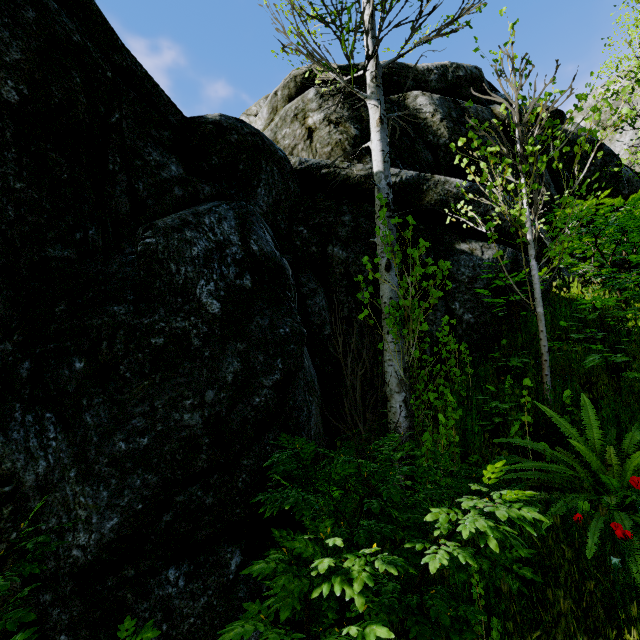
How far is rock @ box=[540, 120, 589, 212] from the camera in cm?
810

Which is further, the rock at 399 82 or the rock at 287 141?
the rock at 399 82

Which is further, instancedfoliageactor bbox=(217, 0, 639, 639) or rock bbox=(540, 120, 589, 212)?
rock bbox=(540, 120, 589, 212)

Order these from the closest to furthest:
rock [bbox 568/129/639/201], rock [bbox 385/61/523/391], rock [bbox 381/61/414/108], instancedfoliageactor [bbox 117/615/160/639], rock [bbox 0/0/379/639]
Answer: instancedfoliageactor [bbox 117/615/160/639] → rock [bbox 0/0/379/639] → rock [bbox 385/61/523/391] → rock [bbox 381/61/414/108] → rock [bbox 568/129/639/201]

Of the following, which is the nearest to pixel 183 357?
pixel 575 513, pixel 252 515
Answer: pixel 252 515

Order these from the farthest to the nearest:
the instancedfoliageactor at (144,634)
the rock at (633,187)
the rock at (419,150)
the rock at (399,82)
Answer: the rock at (633,187)
the rock at (399,82)
the rock at (419,150)
the instancedfoliageactor at (144,634)
